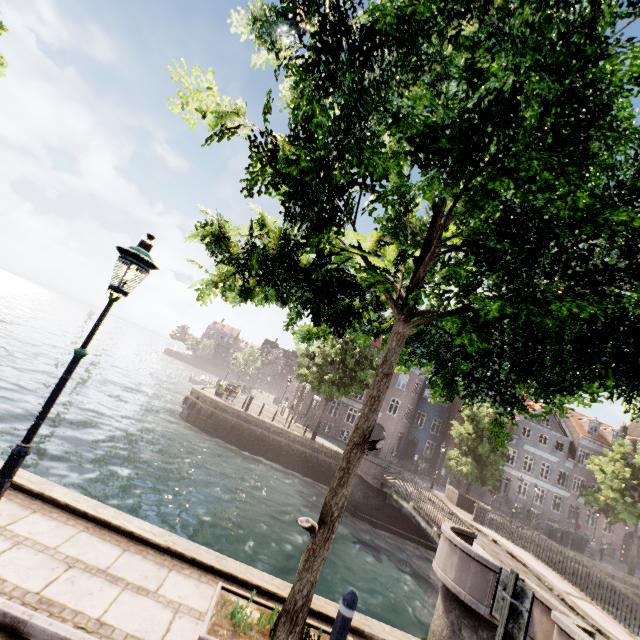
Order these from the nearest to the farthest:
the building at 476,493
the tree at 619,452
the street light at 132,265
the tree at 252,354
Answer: the street light at 132,265 < the tree at 619,452 < the building at 476,493 < the tree at 252,354

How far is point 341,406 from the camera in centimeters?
3459cm

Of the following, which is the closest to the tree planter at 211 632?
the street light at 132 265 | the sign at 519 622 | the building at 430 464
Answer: the sign at 519 622

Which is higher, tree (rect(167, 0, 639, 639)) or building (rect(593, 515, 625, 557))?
tree (rect(167, 0, 639, 639))

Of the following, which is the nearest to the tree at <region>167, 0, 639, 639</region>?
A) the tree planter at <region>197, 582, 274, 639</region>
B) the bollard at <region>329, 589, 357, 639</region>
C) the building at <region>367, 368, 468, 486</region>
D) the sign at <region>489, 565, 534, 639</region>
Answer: the tree planter at <region>197, 582, 274, 639</region>

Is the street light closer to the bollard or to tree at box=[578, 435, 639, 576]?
tree at box=[578, 435, 639, 576]

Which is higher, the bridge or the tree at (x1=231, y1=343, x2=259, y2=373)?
the tree at (x1=231, y1=343, x2=259, y2=373)

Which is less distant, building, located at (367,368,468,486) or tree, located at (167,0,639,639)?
tree, located at (167,0,639,639)
